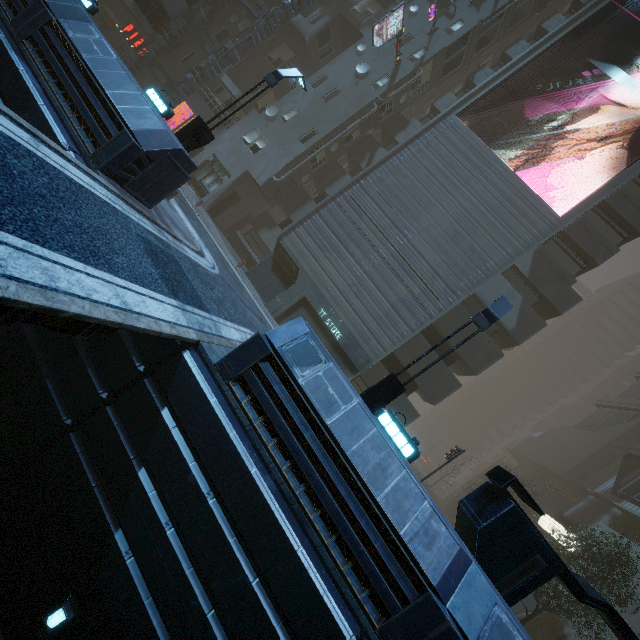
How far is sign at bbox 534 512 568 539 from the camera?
24.9m

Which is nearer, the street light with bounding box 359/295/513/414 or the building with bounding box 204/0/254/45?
the street light with bounding box 359/295/513/414

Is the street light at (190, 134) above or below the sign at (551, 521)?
below

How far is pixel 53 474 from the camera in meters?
6.3 m

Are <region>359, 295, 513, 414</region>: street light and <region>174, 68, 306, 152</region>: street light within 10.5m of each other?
yes

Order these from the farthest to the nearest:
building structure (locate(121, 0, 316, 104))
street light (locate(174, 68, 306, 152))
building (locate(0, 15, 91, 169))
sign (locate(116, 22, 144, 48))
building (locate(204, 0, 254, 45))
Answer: sign (locate(116, 22, 144, 48)) → building (locate(204, 0, 254, 45)) → building structure (locate(121, 0, 316, 104)) → street light (locate(174, 68, 306, 152)) → building (locate(0, 15, 91, 169))

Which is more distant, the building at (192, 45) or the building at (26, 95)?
the building at (192, 45)

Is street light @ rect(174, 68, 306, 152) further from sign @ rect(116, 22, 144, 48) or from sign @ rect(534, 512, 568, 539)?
sign @ rect(534, 512, 568, 539)
